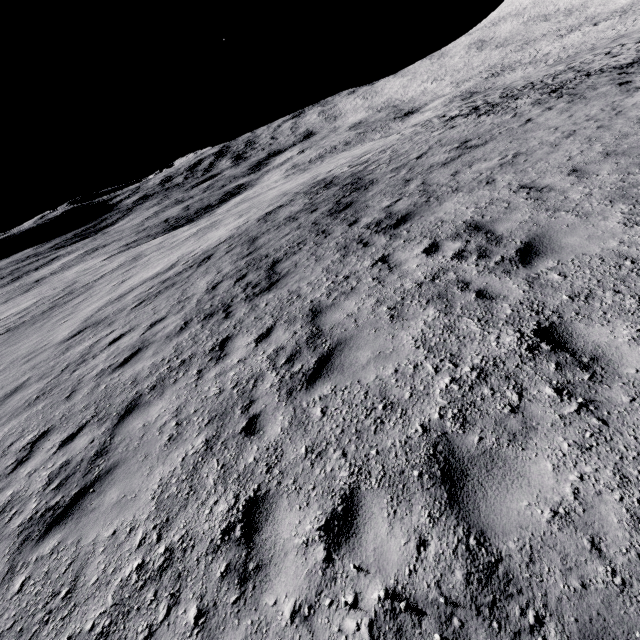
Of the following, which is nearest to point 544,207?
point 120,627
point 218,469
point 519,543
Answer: point 519,543
